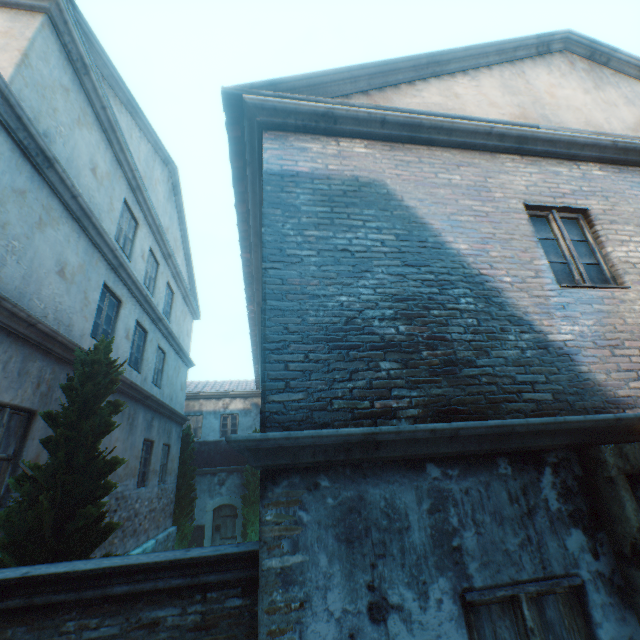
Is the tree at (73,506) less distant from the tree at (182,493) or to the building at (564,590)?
the tree at (182,493)

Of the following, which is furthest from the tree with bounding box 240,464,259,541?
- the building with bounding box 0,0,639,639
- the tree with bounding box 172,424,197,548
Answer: the building with bounding box 0,0,639,639

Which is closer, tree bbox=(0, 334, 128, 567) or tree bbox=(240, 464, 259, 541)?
tree bbox=(0, 334, 128, 567)

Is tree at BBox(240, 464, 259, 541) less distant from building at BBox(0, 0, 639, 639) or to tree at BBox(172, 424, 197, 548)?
tree at BBox(172, 424, 197, 548)

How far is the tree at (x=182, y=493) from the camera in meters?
12.8

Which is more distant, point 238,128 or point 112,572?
point 238,128

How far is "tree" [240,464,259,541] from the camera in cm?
1524
